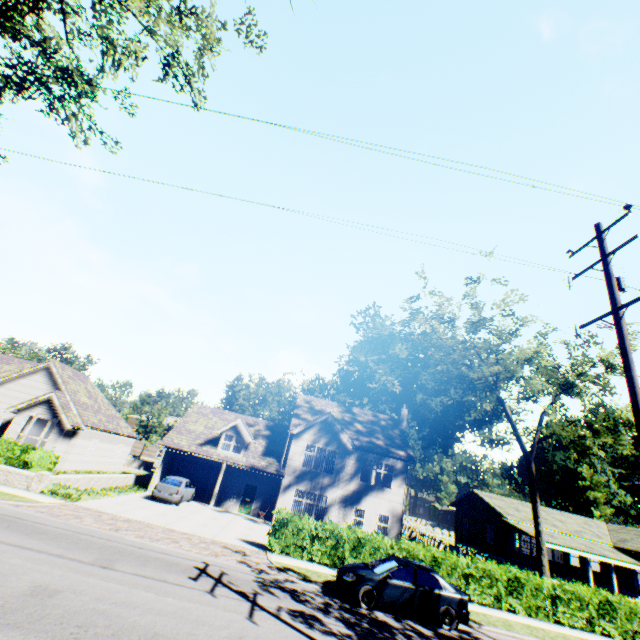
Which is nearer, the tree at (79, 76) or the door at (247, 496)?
the tree at (79, 76)

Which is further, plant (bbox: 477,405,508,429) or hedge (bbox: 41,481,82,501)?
plant (bbox: 477,405,508,429)

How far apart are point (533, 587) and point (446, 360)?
16.19m

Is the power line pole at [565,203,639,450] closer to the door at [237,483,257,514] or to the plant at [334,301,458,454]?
the door at [237,483,257,514]

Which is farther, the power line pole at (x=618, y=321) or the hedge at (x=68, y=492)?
the hedge at (x=68, y=492)

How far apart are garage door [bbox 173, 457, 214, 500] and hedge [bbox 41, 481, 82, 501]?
11.6 meters

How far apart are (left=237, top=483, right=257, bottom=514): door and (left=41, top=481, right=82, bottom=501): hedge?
12.44m

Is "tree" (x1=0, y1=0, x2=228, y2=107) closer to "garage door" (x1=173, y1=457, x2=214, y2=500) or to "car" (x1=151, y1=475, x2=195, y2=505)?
"garage door" (x1=173, y1=457, x2=214, y2=500)
